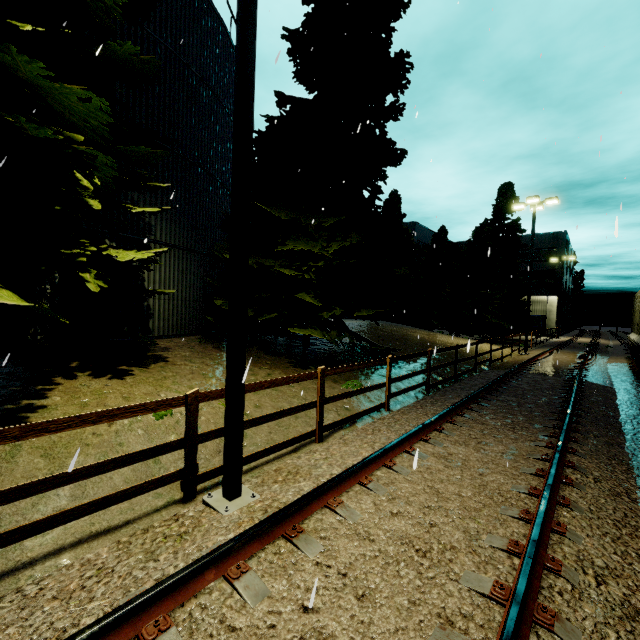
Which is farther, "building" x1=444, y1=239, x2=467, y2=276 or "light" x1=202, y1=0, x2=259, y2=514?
"building" x1=444, y1=239, x2=467, y2=276

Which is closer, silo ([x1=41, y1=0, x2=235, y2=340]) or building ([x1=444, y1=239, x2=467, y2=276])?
silo ([x1=41, y1=0, x2=235, y2=340])

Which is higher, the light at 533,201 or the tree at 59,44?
the light at 533,201

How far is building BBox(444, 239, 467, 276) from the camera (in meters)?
55.94

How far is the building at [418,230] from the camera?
45.1 meters

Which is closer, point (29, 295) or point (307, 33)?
point (29, 295)

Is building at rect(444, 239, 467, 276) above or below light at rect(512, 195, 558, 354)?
above
